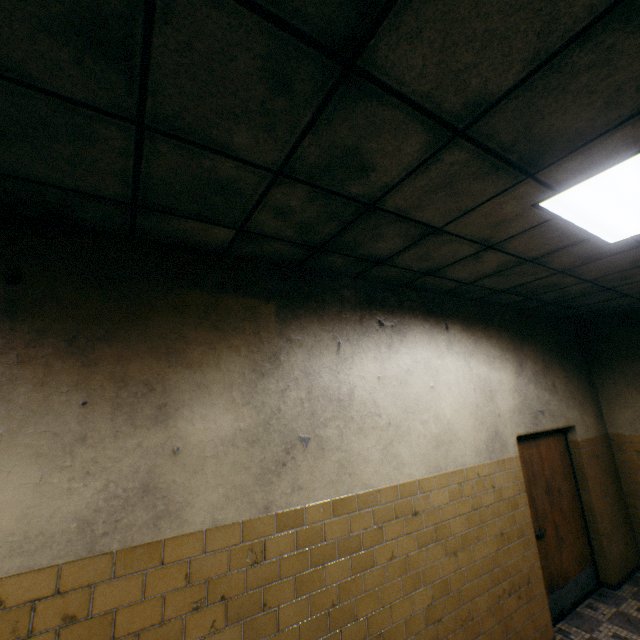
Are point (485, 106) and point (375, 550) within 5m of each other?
yes

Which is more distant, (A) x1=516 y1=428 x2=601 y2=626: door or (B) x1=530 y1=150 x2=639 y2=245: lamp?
(A) x1=516 y1=428 x2=601 y2=626: door

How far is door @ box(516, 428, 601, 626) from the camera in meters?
4.1 m

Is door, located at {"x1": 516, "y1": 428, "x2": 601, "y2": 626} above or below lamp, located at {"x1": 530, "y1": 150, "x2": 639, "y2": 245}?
below

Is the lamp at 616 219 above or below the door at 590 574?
above

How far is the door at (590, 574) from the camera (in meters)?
4.11
